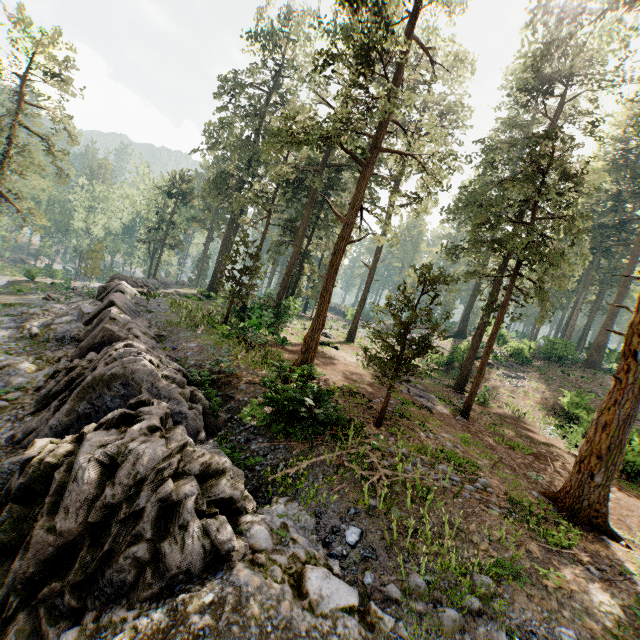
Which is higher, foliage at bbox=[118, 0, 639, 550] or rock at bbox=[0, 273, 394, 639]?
foliage at bbox=[118, 0, 639, 550]

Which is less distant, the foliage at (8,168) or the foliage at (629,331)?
the foliage at (629,331)

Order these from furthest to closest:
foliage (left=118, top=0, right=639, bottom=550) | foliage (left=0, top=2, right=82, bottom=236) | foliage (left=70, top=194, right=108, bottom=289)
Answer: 1. foliage (left=70, top=194, right=108, bottom=289)
2. foliage (left=0, top=2, right=82, bottom=236)
3. foliage (left=118, top=0, right=639, bottom=550)

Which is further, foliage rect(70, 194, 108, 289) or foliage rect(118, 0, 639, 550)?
foliage rect(70, 194, 108, 289)

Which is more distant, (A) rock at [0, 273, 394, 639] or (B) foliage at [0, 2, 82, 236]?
(B) foliage at [0, 2, 82, 236]

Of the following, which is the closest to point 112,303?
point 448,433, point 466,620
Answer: point 448,433

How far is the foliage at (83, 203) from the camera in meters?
42.4
